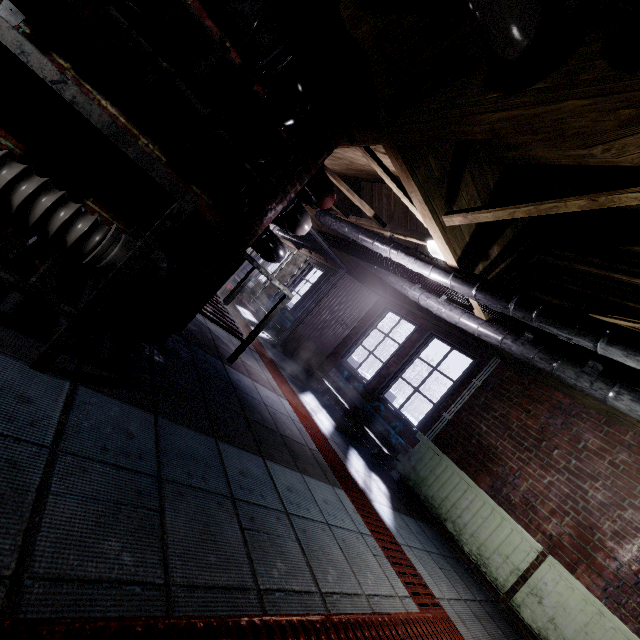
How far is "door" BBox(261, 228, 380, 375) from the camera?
5.8m

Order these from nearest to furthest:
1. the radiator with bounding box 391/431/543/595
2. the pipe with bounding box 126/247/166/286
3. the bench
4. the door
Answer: the pipe with bounding box 126/247/166/286 < the radiator with bounding box 391/431/543/595 < the bench < the door

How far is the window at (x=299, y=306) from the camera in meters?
7.4 m

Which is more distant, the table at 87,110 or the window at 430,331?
the window at 430,331

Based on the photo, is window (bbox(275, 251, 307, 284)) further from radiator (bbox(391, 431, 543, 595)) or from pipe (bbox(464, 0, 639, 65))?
pipe (bbox(464, 0, 639, 65))

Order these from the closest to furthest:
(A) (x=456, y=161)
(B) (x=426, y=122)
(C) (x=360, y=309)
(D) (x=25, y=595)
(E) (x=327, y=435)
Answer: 1. (D) (x=25, y=595)
2. (B) (x=426, y=122)
3. (A) (x=456, y=161)
4. (E) (x=327, y=435)
5. (C) (x=360, y=309)

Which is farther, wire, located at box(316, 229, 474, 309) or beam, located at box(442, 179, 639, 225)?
wire, located at box(316, 229, 474, 309)

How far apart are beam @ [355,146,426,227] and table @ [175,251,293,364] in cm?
121
